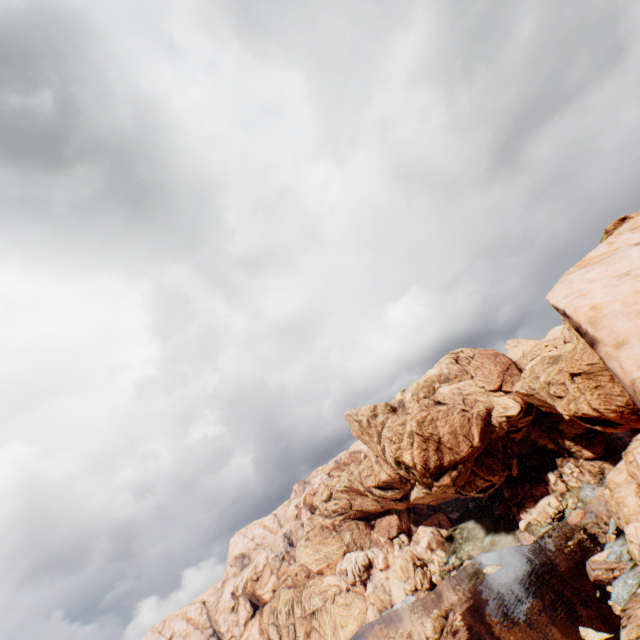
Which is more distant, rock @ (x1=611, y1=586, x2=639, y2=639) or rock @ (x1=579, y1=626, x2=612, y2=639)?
rock @ (x1=579, y1=626, x2=612, y2=639)

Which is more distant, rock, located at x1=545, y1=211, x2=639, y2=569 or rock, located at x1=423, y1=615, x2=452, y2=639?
rock, located at x1=423, y1=615, x2=452, y2=639

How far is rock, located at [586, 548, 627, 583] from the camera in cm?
4344

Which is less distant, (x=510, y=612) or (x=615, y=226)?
(x=510, y=612)

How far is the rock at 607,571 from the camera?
43.44m

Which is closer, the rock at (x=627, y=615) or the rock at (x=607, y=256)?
the rock at (x=607, y=256)

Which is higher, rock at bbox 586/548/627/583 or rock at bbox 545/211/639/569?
rock at bbox 545/211/639/569

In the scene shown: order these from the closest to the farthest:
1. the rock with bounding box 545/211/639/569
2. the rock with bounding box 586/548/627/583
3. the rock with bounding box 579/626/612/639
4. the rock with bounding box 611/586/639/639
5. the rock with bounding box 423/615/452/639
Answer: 1. the rock with bounding box 545/211/639/569
2. the rock with bounding box 611/586/639/639
3. the rock with bounding box 579/626/612/639
4. the rock with bounding box 586/548/627/583
5. the rock with bounding box 423/615/452/639
